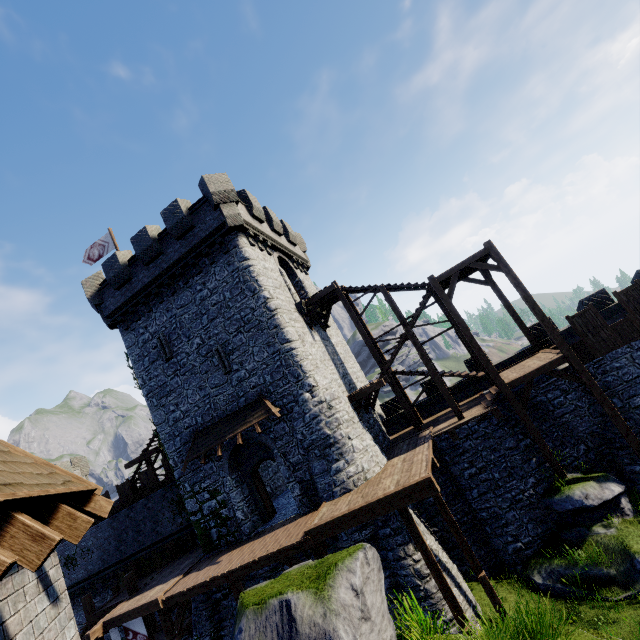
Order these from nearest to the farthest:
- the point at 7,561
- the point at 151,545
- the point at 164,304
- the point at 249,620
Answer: the point at 7,561 → the point at 249,620 → the point at 164,304 → the point at 151,545

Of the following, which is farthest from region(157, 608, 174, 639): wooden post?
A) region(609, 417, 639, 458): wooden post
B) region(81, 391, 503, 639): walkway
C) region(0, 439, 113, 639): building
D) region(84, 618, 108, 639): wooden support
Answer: region(609, 417, 639, 458): wooden post

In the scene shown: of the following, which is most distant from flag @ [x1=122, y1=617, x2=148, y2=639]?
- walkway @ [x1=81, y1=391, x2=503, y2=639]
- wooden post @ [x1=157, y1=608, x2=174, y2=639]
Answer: wooden post @ [x1=157, y1=608, x2=174, y2=639]

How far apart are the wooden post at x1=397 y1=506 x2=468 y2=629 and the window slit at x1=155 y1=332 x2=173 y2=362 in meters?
13.4 m

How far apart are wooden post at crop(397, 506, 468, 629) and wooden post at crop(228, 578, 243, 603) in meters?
7.2 m

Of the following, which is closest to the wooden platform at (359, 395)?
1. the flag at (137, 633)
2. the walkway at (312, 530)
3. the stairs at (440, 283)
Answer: the stairs at (440, 283)

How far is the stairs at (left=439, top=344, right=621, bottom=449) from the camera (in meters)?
13.37

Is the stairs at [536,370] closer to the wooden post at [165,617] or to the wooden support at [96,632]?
the wooden post at [165,617]
